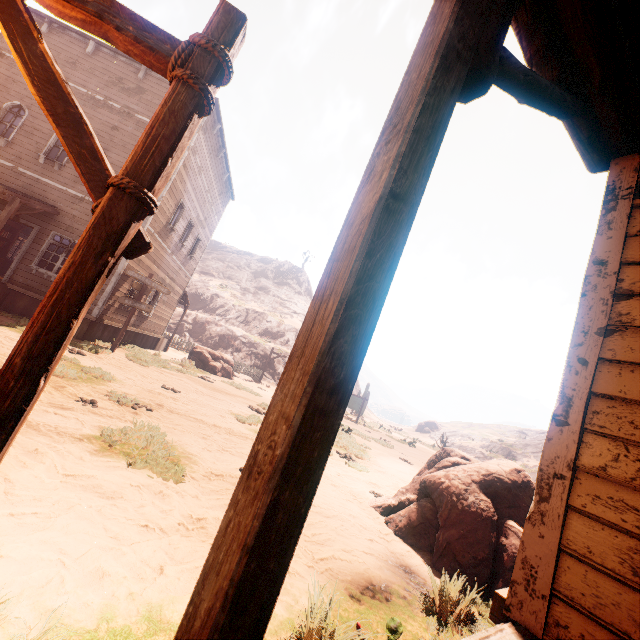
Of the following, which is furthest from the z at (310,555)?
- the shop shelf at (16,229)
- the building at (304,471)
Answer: the shop shelf at (16,229)

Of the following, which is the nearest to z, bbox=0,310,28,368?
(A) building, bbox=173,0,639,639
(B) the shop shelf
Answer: (A) building, bbox=173,0,639,639

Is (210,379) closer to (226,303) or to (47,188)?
(47,188)

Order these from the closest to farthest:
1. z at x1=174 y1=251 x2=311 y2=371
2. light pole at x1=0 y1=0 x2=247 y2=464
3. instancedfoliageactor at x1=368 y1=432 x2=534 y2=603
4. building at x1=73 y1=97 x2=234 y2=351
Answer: light pole at x1=0 y1=0 x2=247 y2=464 < instancedfoliageactor at x1=368 y1=432 x2=534 y2=603 < building at x1=73 y1=97 x2=234 y2=351 < z at x1=174 y1=251 x2=311 y2=371

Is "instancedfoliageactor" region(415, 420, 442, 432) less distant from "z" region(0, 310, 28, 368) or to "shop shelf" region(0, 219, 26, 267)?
"z" region(0, 310, 28, 368)

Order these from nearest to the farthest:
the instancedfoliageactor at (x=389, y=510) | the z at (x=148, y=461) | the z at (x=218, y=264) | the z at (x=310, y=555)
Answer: the z at (x=148, y=461) → the z at (x=310, y=555) → the instancedfoliageactor at (x=389, y=510) → the z at (x=218, y=264)

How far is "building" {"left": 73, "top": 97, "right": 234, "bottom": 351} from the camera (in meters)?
12.40

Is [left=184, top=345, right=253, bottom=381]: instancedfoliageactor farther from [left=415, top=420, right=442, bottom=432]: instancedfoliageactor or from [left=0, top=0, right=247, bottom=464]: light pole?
[left=415, top=420, right=442, bottom=432]: instancedfoliageactor
